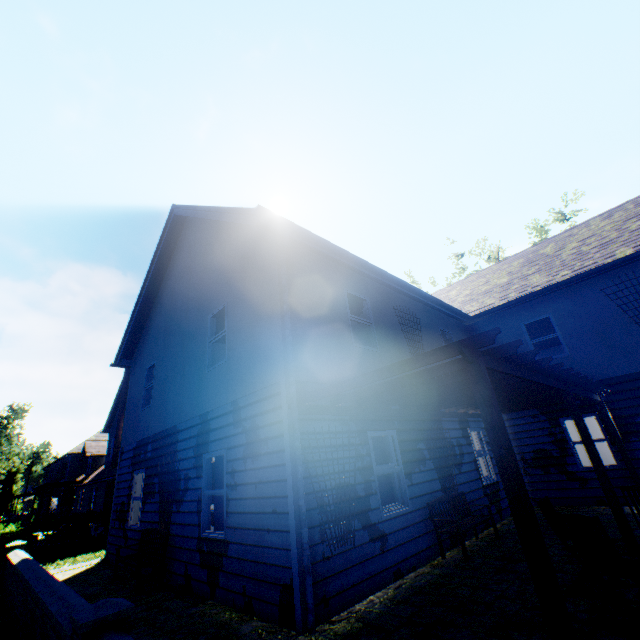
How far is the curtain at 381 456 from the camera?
7.05m

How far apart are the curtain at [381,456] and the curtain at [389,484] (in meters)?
0.07

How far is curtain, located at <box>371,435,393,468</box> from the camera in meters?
7.0

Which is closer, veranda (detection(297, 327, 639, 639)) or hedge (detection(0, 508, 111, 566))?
veranda (detection(297, 327, 639, 639))

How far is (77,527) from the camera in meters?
13.7

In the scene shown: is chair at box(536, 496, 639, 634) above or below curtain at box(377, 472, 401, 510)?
below

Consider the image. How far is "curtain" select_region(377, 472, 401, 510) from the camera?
6.7m

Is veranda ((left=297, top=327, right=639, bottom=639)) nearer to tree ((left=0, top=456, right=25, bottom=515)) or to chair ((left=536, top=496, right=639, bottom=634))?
chair ((left=536, top=496, right=639, bottom=634))
